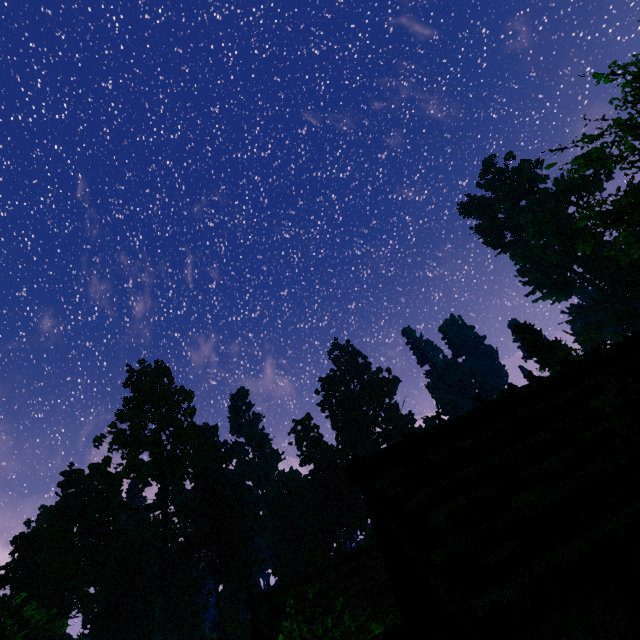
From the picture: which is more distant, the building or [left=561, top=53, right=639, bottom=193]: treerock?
[left=561, top=53, right=639, bottom=193]: treerock

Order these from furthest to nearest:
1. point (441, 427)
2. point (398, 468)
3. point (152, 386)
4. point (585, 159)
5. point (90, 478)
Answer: point (152, 386) → point (90, 478) → point (585, 159) → point (441, 427) → point (398, 468)

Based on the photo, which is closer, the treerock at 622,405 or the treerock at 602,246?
the treerock at 622,405

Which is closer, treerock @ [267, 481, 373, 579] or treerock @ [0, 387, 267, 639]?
treerock @ [0, 387, 267, 639]

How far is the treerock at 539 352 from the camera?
31.2m

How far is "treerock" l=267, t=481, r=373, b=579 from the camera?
53.5m

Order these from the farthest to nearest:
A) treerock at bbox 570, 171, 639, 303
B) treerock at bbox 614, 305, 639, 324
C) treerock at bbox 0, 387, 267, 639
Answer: treerock at bbox 614, 305, 639, 324, treerock at bbox 0, 387, 267, 639, treerock at bbox 570, 171, 639, 303
